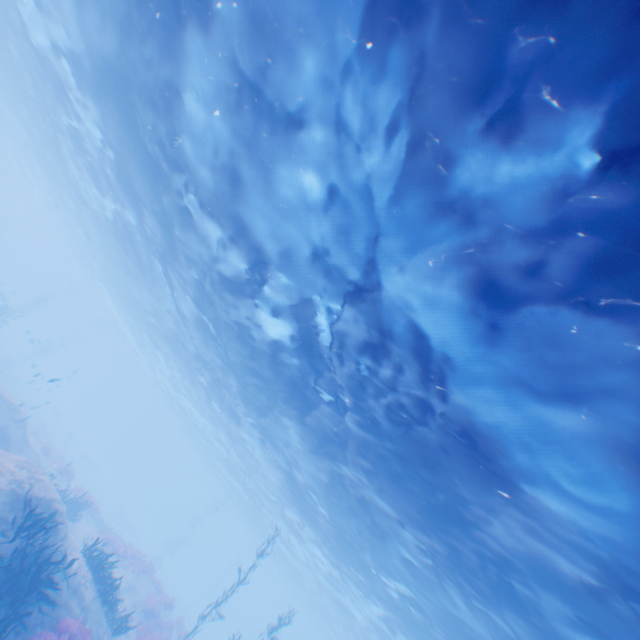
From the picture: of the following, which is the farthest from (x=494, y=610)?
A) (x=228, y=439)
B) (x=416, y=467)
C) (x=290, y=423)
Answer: (x=228, y=439)

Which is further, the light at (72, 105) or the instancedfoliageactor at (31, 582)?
the instancedfoliageactor at (31, 582)

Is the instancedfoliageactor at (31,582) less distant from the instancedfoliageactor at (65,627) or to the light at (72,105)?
the instancedfoliageactor at (65,627)

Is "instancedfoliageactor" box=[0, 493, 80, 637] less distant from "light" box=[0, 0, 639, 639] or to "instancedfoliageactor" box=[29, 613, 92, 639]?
"instancedfoliageactor" box=[29, 613, 92, 639]

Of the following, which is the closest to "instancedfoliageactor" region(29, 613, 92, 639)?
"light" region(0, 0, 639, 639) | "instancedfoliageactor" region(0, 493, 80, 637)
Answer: "instancedfoliageactor" region(0, 493, 80, 637)
